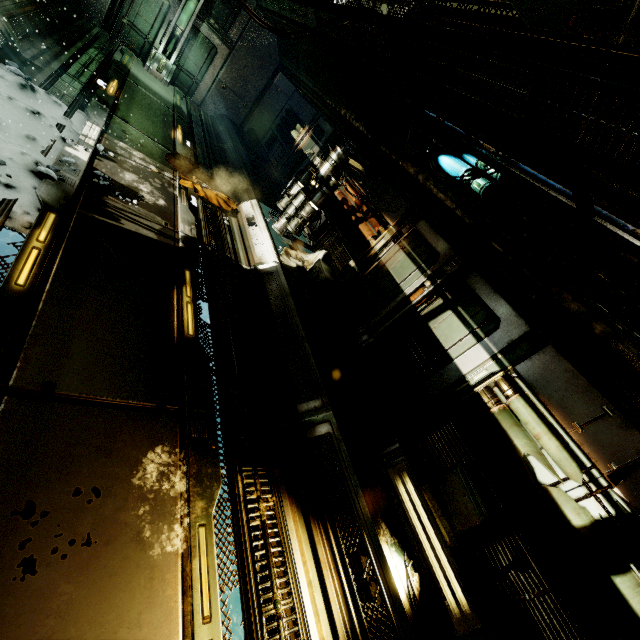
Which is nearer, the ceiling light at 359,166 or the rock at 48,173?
the rock at 48,173

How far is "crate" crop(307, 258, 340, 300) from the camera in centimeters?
679cm

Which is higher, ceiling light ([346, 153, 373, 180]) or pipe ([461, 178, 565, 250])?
pipe ([461, 178, 565, 250])

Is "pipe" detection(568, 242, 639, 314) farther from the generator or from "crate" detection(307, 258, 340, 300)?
"crate" detection(307, 258, 340, 300)

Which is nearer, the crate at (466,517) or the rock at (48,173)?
the crate at (466,517)

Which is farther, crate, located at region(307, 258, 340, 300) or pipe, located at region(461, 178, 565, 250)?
crate, located at region(307, 258, 340, 300)

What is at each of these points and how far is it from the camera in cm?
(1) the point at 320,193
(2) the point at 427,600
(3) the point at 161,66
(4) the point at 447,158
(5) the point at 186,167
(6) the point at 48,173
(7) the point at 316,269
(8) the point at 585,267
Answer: (1) generator, 707
(2) cloth, 336
(3) wall detail, 1144
(4) pipe, 561
(5) cloth, 766
(6) rock, 423
(7) crate, 714
(8) pipe, 373

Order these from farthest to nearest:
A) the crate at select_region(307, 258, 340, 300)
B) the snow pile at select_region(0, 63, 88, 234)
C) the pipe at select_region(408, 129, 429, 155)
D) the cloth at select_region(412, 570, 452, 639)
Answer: the crate at select_region(307, 258, 340, 300)
the pipe at select_region(408, 129, 429, 155)
the snow pile at select_region(0, 63, 88, 234)
the cloth at select_region(412, 570, 452, 639)
